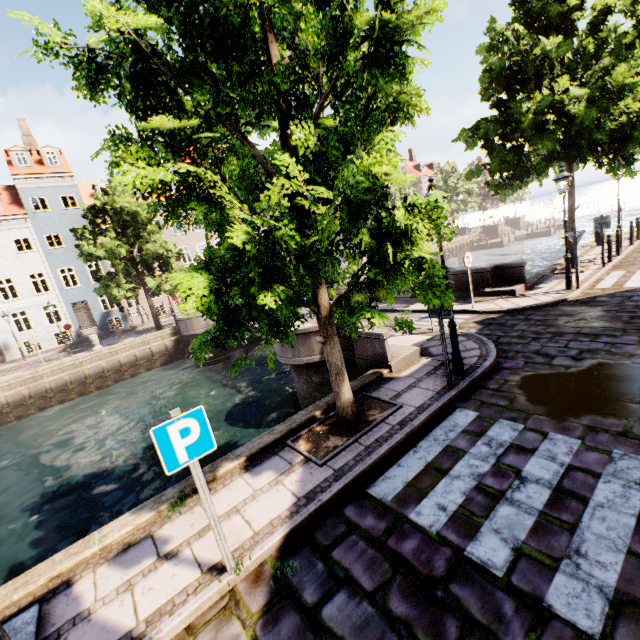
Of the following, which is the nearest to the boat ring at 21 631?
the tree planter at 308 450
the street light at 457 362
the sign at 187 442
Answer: the street light at 457 362

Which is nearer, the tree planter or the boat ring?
the boat ring

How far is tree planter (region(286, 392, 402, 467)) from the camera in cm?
512

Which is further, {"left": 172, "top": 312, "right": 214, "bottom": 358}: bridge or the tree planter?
{"left": 172, "top": 312, "right": 214, "bottom": 358}: bridge

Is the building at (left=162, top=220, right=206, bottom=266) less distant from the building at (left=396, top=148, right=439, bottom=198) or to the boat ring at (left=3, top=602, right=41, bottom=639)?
the boat ring at (left=3, top=602, right=41, bottom=639)

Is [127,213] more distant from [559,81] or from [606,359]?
[606,359]

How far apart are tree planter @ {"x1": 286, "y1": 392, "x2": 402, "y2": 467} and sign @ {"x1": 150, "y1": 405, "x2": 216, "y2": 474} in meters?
2.1

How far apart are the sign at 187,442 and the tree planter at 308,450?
2.14m
